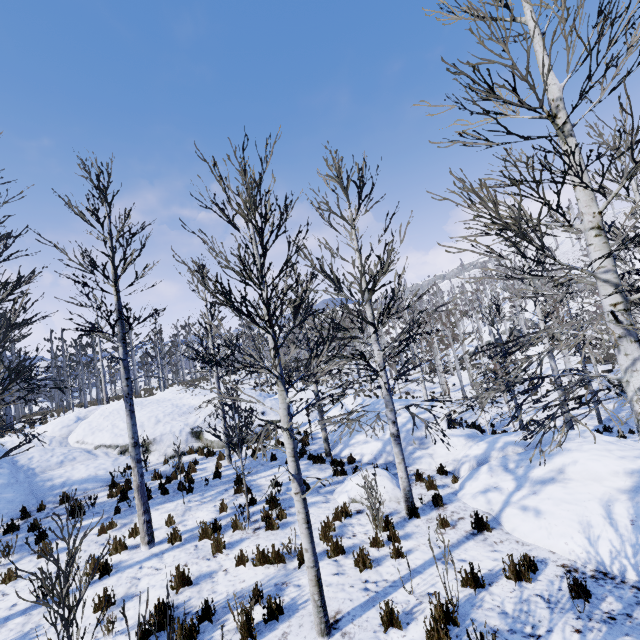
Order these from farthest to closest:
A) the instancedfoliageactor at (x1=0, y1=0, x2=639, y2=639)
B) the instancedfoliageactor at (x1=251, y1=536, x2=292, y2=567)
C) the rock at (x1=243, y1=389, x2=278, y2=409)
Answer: the rock at (x1=243, y1=389, x2=278, y2=409) → the instancedfoliageactor at (x1=251, y1=536, x2=292, y2=567) → the instancedfoliageactor at (x1=0, y1=0, x2=639, y2=639)

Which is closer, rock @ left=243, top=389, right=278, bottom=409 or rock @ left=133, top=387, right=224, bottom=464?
rock @ left=133, top=387, right=224, bottom=464

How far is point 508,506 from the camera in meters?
7.3 m

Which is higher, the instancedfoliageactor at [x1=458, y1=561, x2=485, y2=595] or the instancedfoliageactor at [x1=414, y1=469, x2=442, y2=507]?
the instancedfoliageactor at [x1=458, y1=561, x2=485, y2=595]

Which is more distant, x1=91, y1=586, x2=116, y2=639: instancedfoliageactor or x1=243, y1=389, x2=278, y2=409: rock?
x1=243, y1=389, x2=278, y2=409: rock

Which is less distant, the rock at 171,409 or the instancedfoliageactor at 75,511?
the instancedfoliageactor at 75,511

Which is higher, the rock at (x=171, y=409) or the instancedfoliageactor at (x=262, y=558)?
the rock at (x=171, y=409)
